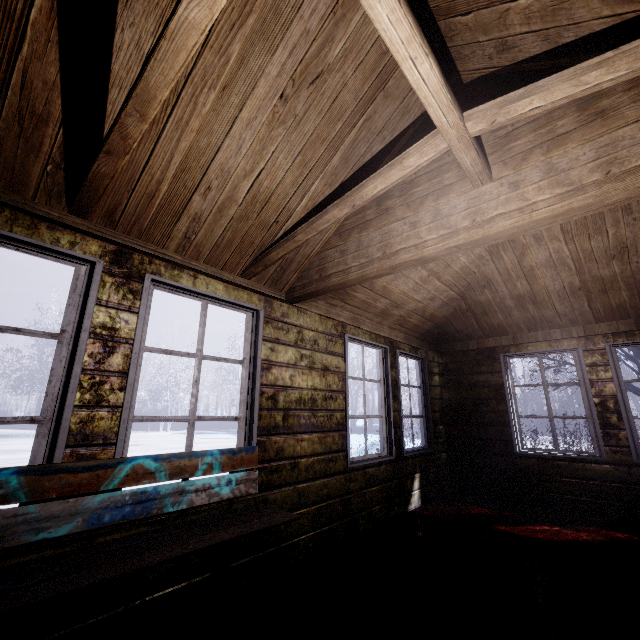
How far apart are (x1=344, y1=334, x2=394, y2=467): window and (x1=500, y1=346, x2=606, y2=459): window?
1.74m

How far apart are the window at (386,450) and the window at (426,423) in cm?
20

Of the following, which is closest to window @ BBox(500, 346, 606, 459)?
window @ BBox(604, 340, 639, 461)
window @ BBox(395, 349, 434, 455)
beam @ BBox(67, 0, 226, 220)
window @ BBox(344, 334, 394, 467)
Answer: → window @ BBox(604, 340, 639, 461)

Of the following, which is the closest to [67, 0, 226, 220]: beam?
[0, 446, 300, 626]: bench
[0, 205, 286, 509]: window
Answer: [0, 205, 286, 509]: window

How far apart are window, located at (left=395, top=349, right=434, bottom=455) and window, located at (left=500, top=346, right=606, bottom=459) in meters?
1.0 m

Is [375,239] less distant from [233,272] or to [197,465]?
[233,272]

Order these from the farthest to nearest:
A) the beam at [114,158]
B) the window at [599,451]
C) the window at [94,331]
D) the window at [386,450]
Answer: the window at [599,451]
the window at [386,450]
the window at [94,331]
the beam at [114,158]

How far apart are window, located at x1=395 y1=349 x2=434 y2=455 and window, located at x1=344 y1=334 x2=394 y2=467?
0.2m
